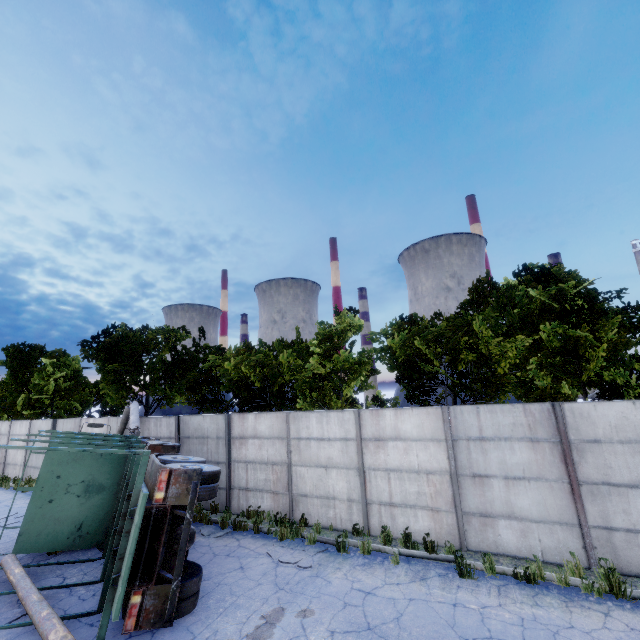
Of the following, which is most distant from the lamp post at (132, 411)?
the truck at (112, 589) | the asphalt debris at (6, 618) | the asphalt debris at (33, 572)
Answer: the asphalt debris at (6, 618)

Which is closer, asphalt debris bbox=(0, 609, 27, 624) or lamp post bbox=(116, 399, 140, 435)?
asphalt debris bbox=(0, 609, 27, 624)

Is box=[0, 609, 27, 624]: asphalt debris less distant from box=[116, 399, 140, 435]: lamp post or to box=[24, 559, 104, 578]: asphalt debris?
box=[24, 559, 104, 578]: asphalt debris

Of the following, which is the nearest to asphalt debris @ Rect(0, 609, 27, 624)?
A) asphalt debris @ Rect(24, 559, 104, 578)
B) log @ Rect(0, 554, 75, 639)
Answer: log @ Rect(0, 554, 75, 639)

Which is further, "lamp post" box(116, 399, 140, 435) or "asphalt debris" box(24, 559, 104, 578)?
"lamp post" box(116, 399, 140, 435)

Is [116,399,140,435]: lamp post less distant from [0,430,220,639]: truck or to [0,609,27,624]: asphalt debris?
[0,430,220,639]: truck

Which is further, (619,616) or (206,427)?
(206,427)

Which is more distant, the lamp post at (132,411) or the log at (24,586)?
the lamp post at (132,411)
